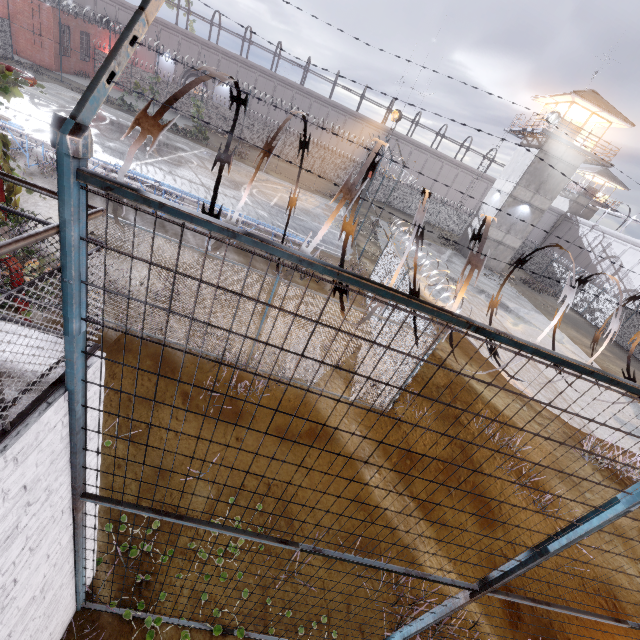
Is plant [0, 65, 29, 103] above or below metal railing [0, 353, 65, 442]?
above

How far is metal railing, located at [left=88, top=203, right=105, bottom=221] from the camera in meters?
1.7

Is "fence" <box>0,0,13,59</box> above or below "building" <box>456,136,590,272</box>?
below

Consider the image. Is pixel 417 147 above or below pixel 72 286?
above

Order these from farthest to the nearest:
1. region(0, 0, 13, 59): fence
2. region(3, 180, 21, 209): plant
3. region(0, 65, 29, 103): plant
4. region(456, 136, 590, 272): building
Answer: region(456, 136, 590, 272): building, region(0, 0, 13, 59): fence, region(3, 180, 21, 209): plant, region(0, 65, 29, 103): plant

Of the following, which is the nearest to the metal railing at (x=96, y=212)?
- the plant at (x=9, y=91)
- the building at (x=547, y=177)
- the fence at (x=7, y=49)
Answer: the fence at (x=7, y=49)

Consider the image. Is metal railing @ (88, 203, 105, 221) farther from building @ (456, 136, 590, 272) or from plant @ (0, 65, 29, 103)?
building @ (456, 136, 590, 272)

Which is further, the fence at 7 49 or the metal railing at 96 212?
the fence at 7 49
